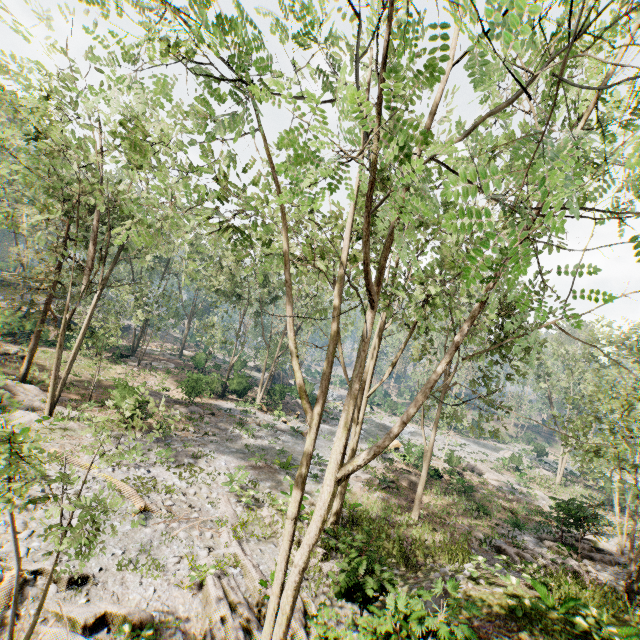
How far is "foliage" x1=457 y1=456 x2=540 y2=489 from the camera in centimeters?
3081cm

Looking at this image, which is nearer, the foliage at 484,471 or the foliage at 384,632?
the foliage at 384,632

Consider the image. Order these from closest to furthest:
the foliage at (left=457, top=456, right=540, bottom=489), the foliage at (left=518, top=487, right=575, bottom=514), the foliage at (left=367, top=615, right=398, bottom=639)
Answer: the foliage at (left=367, top=615, right=398, bottom=639)
the foliage at (left=518, top=487, right=575, bottom=514)
the foliage at (left=457, top=456, right=540, bottom=489)

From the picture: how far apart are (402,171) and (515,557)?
19.3 meters

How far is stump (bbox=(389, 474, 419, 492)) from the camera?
23.1m
